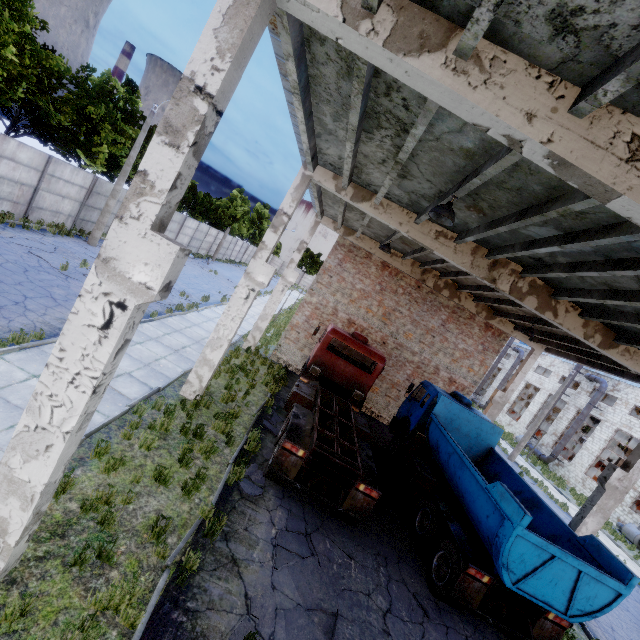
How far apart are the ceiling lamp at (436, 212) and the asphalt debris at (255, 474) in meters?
7.4

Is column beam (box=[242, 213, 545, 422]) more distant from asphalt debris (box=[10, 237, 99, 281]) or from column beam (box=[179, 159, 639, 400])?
column beam (box=[179, 159, 639, 400])

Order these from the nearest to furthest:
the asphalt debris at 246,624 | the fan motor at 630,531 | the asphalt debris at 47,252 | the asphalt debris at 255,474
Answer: the asphalt debris at 246,624, the asphalt debris at 255,474, the asphalt debris at 47,252, the fan motor at 630,531

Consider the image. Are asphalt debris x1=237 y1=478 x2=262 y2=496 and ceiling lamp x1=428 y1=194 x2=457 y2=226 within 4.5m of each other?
no

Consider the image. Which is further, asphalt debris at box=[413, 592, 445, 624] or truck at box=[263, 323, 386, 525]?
truck at box=[263, 323, 386, 525]

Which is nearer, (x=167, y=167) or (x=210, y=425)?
(x=167, y=167)

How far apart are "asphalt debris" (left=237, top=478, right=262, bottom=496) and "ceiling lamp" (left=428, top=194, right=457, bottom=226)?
7.4m

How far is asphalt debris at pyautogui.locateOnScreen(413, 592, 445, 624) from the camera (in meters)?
7.19
